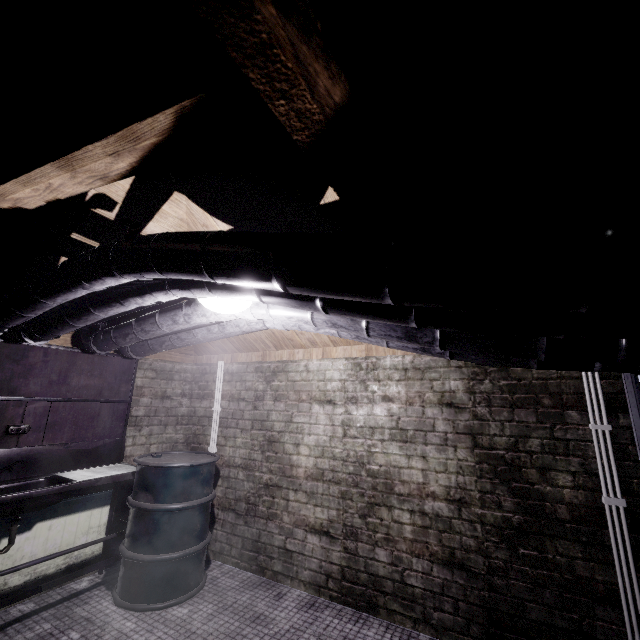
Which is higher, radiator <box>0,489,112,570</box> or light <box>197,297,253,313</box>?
light <box>197,297,253,313</box>

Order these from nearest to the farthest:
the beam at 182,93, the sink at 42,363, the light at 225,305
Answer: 1. the beam at 182,93
2. the light at 225,305
3. the sink at 42,363

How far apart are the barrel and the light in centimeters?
155cm

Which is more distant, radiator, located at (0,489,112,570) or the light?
radiator, located at (0,489,112,570)

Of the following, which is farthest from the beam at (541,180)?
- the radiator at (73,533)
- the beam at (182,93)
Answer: the radiator at (73,533)

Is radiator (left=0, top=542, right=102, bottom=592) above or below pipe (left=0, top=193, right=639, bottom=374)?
below

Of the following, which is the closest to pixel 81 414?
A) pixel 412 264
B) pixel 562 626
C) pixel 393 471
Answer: pixel 393 471

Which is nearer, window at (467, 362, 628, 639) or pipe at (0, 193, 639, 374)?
pipe at (0, 193, 639, 374)
